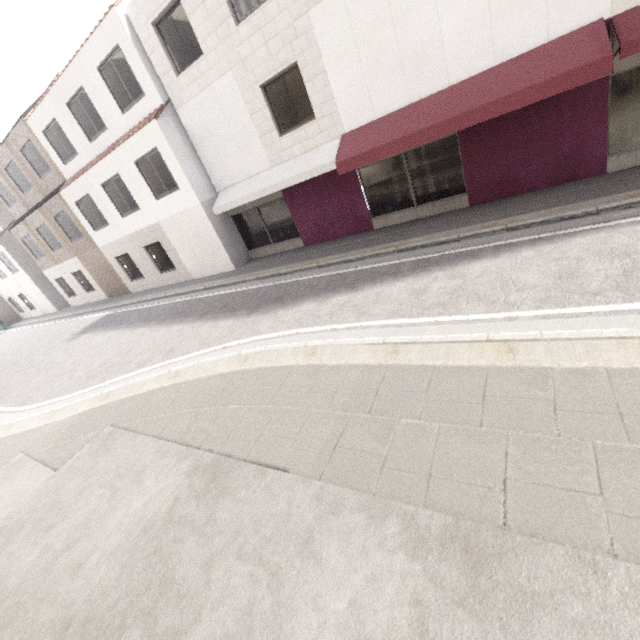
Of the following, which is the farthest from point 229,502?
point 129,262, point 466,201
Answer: point 129,262
